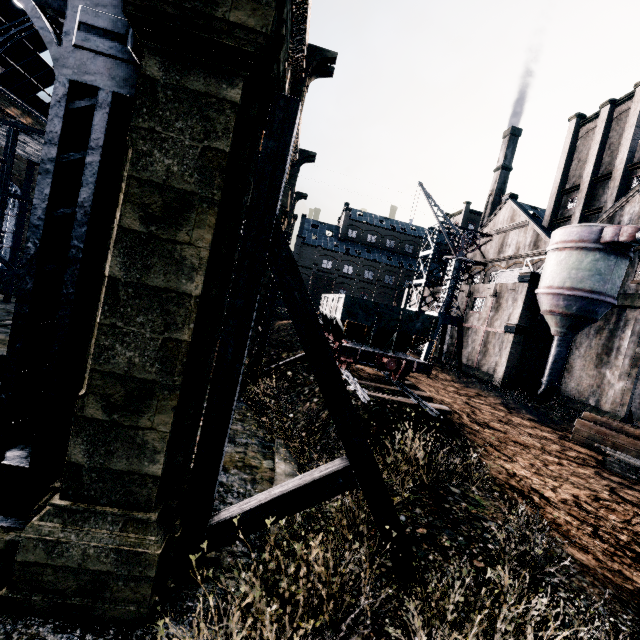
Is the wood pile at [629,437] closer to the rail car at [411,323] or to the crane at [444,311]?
the rail car at [411,323]

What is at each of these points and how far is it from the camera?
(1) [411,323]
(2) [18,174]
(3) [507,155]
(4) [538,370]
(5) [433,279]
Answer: (1) rail car, 16.44m
(2) building, 34.97m
(3) chimney, 55.38m
(4) building, 28.08m
(5) building, 54.72m

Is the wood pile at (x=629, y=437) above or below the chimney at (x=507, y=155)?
below

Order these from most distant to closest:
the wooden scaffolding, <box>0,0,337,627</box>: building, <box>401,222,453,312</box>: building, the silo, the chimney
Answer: the chimney, <box>401,222,453,312</box>: building, the silo, the wooden scaffolding, <box>0,0,337,627</box>: building

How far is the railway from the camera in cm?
1286

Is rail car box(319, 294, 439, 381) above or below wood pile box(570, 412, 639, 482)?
above

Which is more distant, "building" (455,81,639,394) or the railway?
"building" (455,81,639,394)

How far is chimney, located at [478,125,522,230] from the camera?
55.22m
